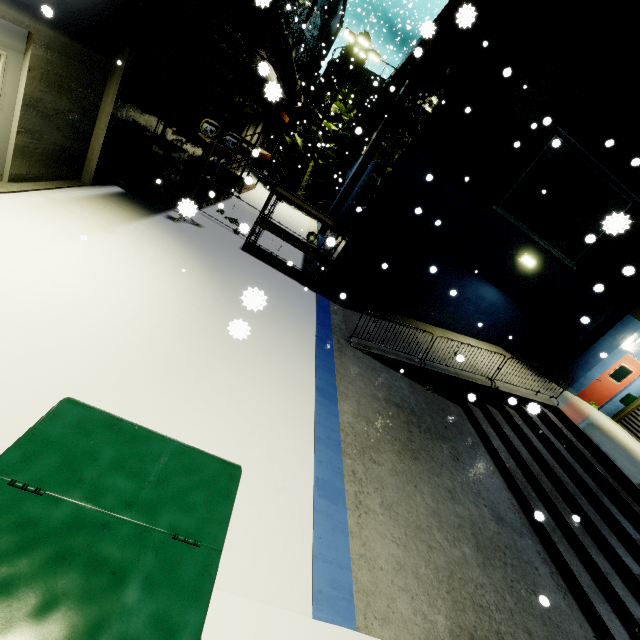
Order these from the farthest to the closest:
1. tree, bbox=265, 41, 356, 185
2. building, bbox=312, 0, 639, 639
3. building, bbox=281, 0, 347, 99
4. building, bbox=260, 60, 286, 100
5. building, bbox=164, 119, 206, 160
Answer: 1. tree, bbox=265, 41, 356, 185
2. building, bbox=281, 0, 347, 99
3. building, bbox=164, 119, 206, 160
4. building, bbox=312, 0, 639, 639
5. building, bbox=260, 60, 286, 100

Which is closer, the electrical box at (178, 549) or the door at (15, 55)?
the electrical box at (178, 549)

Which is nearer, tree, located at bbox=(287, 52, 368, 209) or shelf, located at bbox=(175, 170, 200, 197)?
shelf, located at bbox=(175, 170, 200, 197)

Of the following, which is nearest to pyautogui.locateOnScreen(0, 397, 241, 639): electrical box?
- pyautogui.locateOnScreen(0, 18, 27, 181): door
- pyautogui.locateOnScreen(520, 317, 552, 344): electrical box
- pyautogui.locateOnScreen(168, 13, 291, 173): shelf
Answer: pyautogui.locateOnScreen(0, 18, 27, 181): door

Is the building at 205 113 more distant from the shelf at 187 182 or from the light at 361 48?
the light at 361 48

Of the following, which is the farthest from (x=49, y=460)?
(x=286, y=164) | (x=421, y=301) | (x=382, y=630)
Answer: (x=286, y=164)

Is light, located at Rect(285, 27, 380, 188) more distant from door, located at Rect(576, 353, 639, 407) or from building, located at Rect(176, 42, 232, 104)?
door, located at Rect(576, 353, 639, 407)

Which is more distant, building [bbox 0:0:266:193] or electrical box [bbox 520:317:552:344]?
electrical box [bbox 520:317:552:344]
